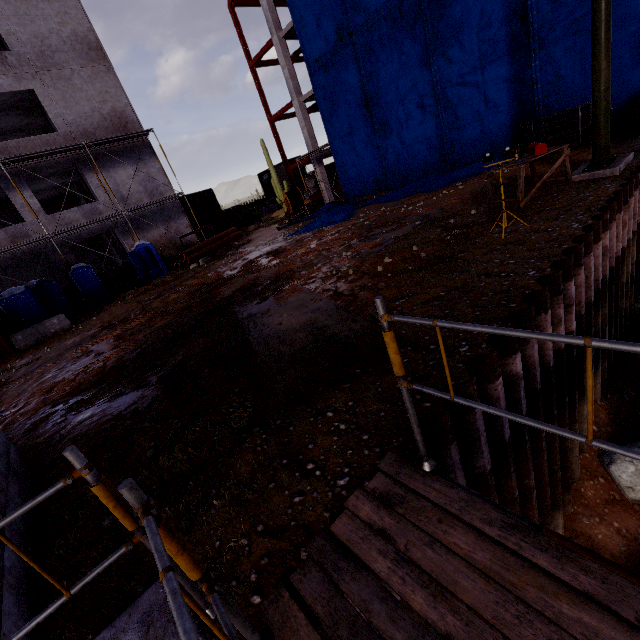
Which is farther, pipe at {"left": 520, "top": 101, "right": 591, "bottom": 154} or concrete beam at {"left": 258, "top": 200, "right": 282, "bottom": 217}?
concrete beam at {"left": 258, "top": 200, "right": 282, "bottom": 217}

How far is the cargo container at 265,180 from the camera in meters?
38.8

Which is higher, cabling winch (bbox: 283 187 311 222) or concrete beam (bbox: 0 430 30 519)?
cabling winch (bbox: 283 187 311 222)

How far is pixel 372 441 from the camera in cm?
284

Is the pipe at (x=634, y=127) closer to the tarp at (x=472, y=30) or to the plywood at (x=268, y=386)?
the tarp at (x=472, y=30)

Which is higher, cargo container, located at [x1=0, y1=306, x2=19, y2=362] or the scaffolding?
cargo container, located at [x1=0, y1=306, x2=19, y2=362]

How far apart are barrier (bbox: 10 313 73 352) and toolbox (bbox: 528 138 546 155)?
17.58m

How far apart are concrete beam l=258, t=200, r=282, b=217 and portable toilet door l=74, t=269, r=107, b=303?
24.2 meters
